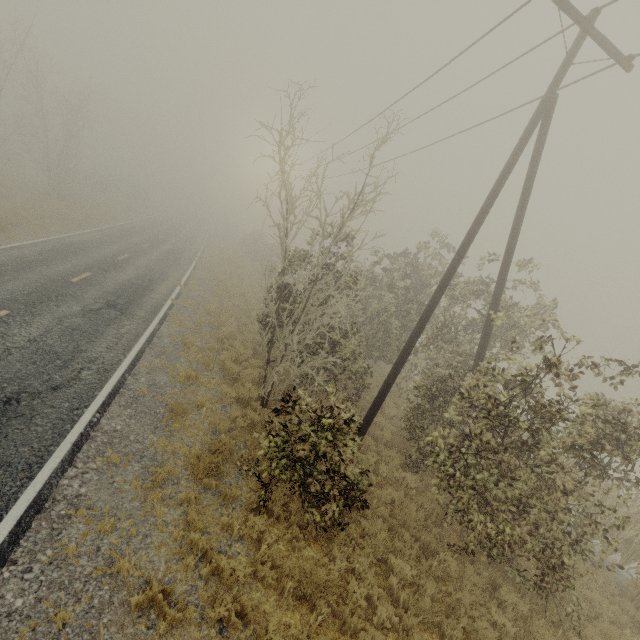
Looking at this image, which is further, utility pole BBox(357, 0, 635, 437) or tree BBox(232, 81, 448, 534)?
utility pole BBox(357, 0, 635, 437)

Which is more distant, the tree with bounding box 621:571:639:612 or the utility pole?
the tree with bounding box 621:571:639:612

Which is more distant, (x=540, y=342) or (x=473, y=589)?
(x=473, y=589)

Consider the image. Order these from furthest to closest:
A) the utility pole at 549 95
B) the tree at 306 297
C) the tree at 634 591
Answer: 1. the tree at 634 591
2. the utility pole at 549 95
3. the tree at 306 297

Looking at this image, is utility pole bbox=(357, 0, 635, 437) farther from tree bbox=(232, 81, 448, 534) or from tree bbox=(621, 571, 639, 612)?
tree bbox=(621, 571, 639, 612)

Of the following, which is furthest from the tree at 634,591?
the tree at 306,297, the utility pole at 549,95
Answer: the tree at 306,297

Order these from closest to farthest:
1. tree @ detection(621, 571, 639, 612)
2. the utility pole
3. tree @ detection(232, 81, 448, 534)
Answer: tree @ detection(232, 81, 448, 534) → the utility pole → tree @ detection(621, 571, 639, 612)
